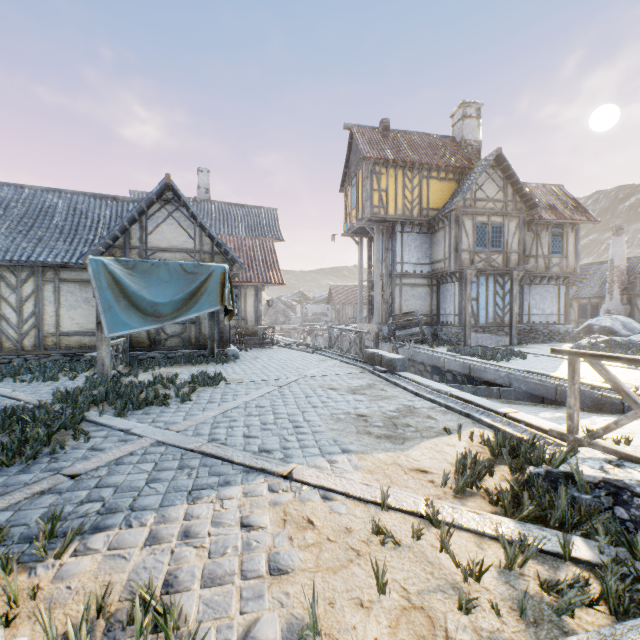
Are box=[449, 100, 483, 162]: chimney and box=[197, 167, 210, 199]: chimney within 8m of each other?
no

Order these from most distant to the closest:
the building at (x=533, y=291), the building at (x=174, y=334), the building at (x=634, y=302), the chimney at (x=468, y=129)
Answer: the building at (x=634, y=302)
the chimney at (x=468, y=129)
the building at (x=533, y=291)
the building at (x=174, y=334)

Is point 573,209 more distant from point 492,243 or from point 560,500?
point 560,500

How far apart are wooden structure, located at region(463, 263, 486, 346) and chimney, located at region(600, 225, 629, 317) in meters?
15.0 m

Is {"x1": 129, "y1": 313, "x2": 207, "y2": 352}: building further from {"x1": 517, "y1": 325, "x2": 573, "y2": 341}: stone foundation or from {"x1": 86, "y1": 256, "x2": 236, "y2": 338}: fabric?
{"x1": 517, "y1": 325, "x2": 573, "y2": 341}: stone foundation

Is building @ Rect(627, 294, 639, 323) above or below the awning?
above

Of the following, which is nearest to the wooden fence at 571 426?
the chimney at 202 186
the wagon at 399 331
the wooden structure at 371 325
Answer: the wagon at 399 331

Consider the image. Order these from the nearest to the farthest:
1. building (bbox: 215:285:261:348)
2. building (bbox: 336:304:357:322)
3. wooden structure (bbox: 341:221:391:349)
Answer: building (bbox: 215:285:261:348) < wooden structure (bbox: 341:221:391:349) < building (bbox: 336:304:357:322)
